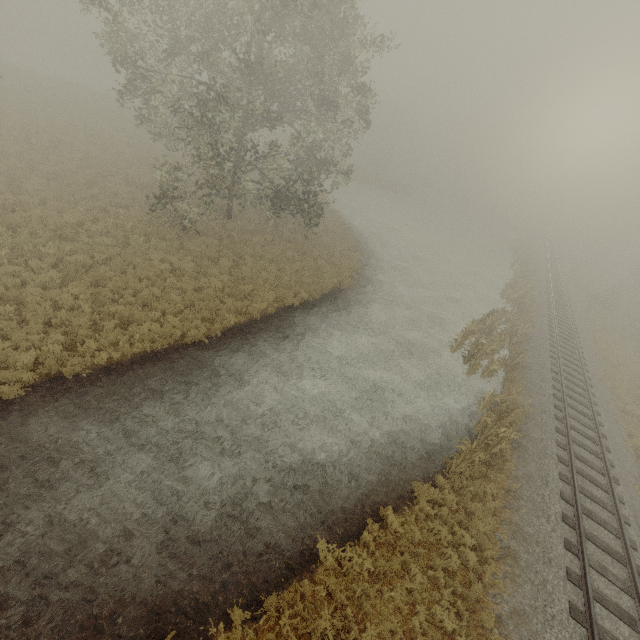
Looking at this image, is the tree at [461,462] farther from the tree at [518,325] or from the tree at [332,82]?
the tree at [332,82]

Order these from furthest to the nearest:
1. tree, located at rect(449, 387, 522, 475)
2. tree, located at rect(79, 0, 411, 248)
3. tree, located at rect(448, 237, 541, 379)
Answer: tree, located at rect(448, 237, 541, 379) → tree, located at rect(79, 0, 411, 248) → tree, located at rect(449, 387, 522, 475)

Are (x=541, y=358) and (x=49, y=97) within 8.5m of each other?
no

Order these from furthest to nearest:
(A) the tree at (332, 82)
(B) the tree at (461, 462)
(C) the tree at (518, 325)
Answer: (C) the tree at (518, 325), (A) the tree at (332, 82), (B) the tree at (461, 462)

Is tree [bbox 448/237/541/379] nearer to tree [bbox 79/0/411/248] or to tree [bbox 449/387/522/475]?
tree [bbox 449/387/522/475]

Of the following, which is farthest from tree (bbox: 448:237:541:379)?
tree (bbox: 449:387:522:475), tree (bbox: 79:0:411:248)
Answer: tree (bbox: 79:0:411:248)
